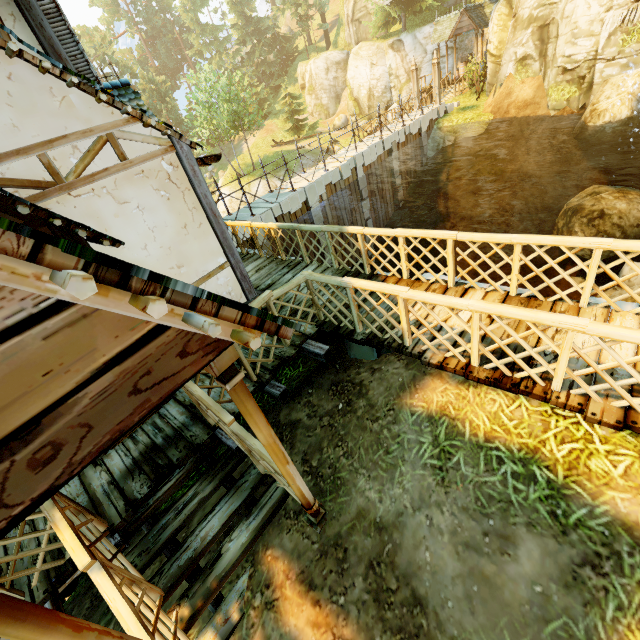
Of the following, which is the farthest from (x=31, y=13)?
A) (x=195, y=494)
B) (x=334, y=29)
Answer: (x=334, y=29)

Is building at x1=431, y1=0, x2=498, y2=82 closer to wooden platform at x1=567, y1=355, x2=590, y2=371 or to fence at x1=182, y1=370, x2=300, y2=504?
fence at x1=182, y1=370, x2=300, y2=504

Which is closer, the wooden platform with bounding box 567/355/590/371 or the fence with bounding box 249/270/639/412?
the fence with bounding box 249/270/639/412

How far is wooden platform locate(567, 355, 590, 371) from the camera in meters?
3.6 m

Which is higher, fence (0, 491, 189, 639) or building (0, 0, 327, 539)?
building (0, 0, 327, 539)

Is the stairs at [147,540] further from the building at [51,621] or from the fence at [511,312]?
the building at [51,621]

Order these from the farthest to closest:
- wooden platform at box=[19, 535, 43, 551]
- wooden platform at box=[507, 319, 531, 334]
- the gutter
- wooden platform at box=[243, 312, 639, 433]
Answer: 1. the gutter
2. wooden platform at box=[507, 319, 531, 334]
3. wooden platform at box=[19, 535, 43, 551]
4. wooden platform at box=[243, 312, 639, 433]

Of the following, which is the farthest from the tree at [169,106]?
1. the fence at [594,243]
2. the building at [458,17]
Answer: the fence at [594,243]
